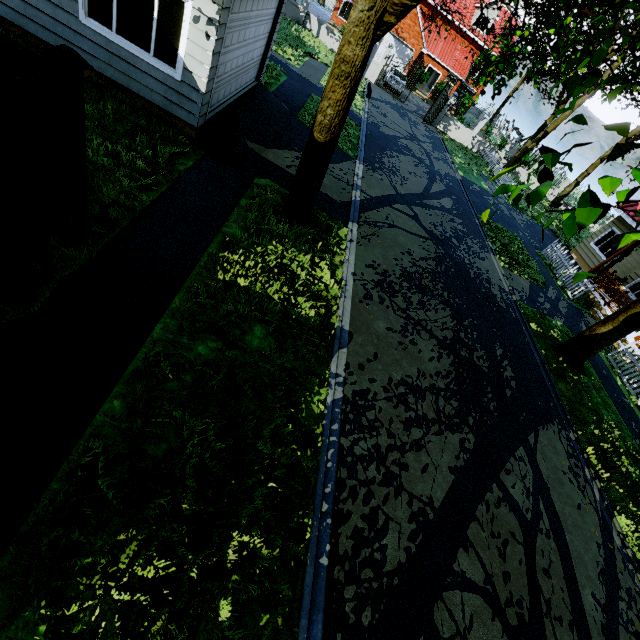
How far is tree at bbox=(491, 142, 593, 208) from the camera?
1.62m

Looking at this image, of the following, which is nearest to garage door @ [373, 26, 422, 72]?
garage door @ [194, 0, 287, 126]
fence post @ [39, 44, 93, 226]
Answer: garage door @ [194, 0, 287, 126]

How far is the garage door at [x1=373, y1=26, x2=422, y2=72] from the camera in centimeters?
2904cm

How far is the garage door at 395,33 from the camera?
29.0m

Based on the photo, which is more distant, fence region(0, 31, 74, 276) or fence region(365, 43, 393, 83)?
fence region(365, 43, 393, 83)

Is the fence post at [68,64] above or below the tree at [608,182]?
below

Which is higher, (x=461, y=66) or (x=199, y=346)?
(x=461, y=66)

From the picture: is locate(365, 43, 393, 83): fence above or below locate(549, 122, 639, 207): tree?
below
